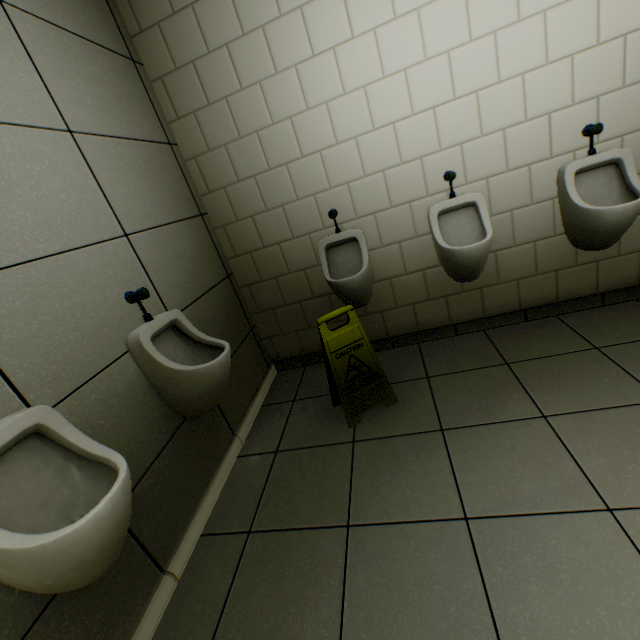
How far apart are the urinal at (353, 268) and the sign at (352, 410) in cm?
30

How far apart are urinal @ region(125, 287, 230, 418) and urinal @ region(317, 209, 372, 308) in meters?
0.9

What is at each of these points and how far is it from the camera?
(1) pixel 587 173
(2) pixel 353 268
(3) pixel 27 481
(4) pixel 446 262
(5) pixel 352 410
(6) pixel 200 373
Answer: (1) urinal, 1.99m
(2) urinal, 2.40m
(3) urinal, 1.00m
(4) urinal, 2.15m
(5) sign, 1.99m
(6) urinal, 1.54m

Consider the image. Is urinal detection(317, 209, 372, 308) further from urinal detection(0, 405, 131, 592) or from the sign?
urinal detection(0, 405, 131, 592)

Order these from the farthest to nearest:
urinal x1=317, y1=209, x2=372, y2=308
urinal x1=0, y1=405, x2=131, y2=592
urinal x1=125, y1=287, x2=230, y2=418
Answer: urinal x1=317, y1=209, x2=372, y2=308 → urinal x1=125, y1=287, x2=230, y2=418 → urinal x1=0, y1=405, x2=131, y2=592

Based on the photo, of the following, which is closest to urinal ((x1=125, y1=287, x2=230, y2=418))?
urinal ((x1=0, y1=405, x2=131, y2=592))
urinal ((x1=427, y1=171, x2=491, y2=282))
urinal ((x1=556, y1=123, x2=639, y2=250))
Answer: urinal ((x1=0, y1=405, x2=131, y2=592))

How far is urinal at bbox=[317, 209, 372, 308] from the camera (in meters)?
2.20

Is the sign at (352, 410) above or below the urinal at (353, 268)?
below
